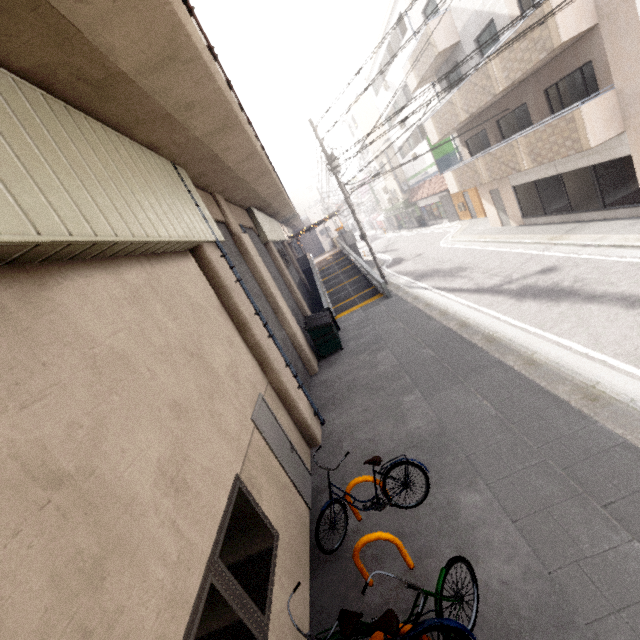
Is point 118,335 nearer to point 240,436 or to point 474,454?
point 240,436

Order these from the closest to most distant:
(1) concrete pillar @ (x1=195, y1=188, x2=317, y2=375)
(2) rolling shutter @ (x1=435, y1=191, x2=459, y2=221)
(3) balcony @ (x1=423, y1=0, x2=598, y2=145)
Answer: (3) balcony @ (x1=423, y1=0, x2=598, y2=145) → (1) concrete pillar @ (x1=195, y1=188, x2=317, y2=375) → (2) rolling shutter @ (x1=435, y1=191, x2=459, y2=221)

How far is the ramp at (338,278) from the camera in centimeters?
1741cm

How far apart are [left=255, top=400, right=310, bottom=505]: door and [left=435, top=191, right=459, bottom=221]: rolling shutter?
25.3m

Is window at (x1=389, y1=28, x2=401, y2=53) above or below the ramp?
above

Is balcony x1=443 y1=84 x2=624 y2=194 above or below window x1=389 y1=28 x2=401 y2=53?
below

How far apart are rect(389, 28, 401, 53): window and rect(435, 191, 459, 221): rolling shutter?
10.2 meters

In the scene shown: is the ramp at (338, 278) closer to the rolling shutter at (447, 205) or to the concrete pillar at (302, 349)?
the concrete pillar at (302, 349)
